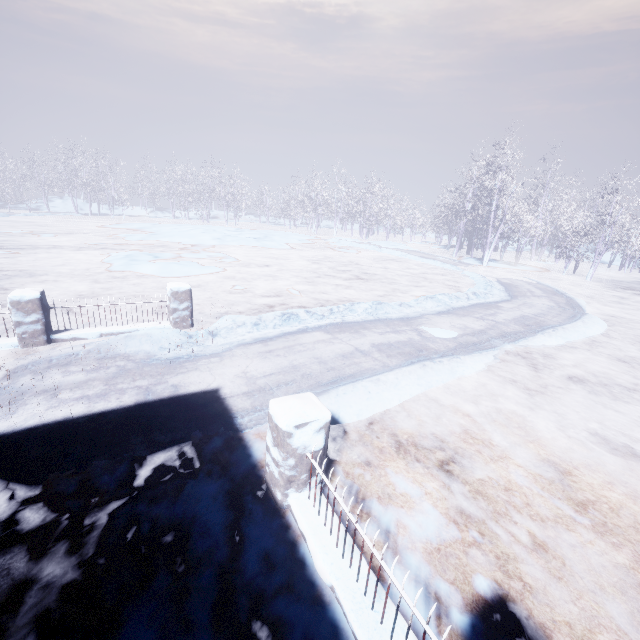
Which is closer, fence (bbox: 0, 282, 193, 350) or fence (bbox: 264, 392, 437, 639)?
fence (bbox: 264, 392, 437, 639)

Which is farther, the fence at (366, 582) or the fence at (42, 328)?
the fence at (42, 328)

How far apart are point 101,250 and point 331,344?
15.6 meters
